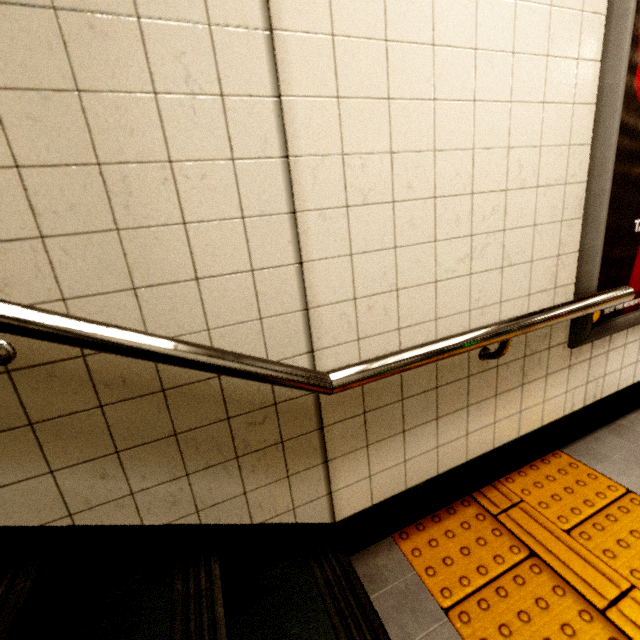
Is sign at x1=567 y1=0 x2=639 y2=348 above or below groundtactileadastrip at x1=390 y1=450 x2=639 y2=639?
above

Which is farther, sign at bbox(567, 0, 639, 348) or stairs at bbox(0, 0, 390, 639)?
sign at bbox(567, 0, 639, 348)

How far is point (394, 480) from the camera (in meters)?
1.32

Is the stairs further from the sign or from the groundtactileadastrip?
the sign

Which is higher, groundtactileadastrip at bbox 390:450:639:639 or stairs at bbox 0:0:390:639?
stairs at bbox 0:0:390:639

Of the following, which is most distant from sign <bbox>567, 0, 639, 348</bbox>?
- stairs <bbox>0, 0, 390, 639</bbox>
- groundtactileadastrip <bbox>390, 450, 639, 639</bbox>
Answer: stairs <bbox>0, 0, 390, 639</bbox>

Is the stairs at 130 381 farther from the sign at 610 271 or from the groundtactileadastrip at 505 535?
the sign at 610 271

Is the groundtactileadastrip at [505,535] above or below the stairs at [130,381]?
below
